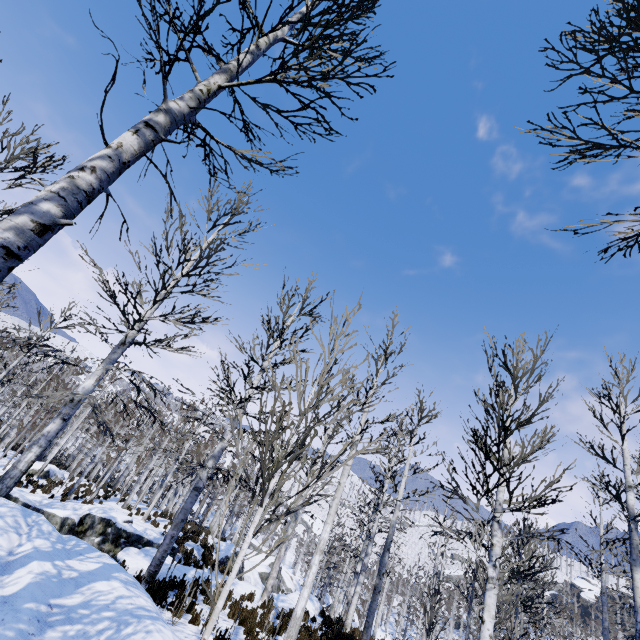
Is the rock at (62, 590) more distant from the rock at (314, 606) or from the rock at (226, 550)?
the rock at (226, 550)

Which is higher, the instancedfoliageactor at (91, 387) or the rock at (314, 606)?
the instancedfoliageactor at (91, 387)

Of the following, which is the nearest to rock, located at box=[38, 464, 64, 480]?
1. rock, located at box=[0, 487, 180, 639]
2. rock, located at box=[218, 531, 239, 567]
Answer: rock, located at box=[218, 531, 239, 567]

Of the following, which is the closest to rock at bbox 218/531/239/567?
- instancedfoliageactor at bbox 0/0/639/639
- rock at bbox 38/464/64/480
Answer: instancedfoliageactor at bbox 0/0/639/639

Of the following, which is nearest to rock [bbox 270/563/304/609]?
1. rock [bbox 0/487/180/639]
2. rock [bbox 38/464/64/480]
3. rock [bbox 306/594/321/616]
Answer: rock [bbox 306/594/321/616]

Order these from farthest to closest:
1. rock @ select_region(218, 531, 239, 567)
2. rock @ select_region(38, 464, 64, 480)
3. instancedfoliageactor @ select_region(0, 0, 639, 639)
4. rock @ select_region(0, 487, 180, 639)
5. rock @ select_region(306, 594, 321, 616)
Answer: rock @ select_region(38, 464, 64, 480), rock @ select_region(218, 531, 239, 567), rock @ select_region(306, 594, 321, 616), rock @ select_region(0, 487, 180, 639), instancedfoliageactor @ select_region(0, 0, 639, 639)

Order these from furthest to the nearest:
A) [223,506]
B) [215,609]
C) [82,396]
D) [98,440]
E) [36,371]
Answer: [36,371]
[223,506]
[98,440]
[82,396]
[215,609]
